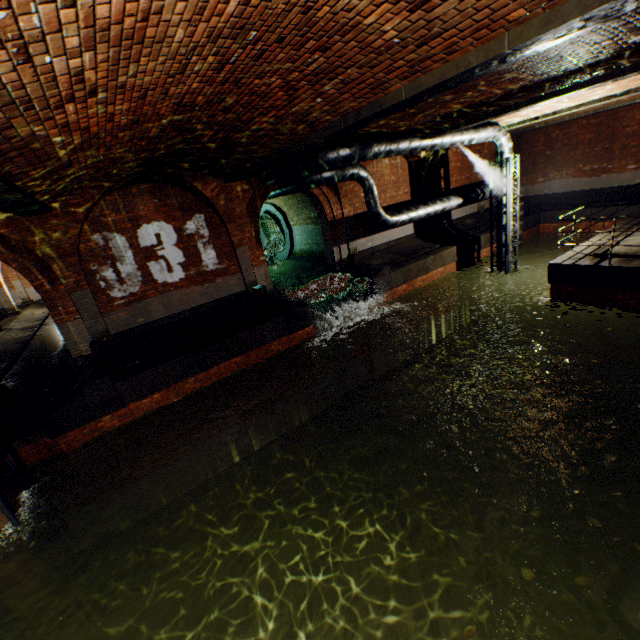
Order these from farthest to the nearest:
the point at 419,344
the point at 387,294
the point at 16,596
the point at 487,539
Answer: the point at 419,344
the point at 387,294
the point at 487,539
the point at 16,596

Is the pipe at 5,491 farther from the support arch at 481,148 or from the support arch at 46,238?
the support arch at 481,148

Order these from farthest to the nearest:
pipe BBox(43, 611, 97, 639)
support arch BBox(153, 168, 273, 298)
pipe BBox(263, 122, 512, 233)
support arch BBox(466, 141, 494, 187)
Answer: support arch BBox(466, 141, 494, 187)
support arch BBox(153, 168, 273, 298)
pipe BBox(263, 122, 512, 233)
pipe BBox(43, 611, 97, 639)

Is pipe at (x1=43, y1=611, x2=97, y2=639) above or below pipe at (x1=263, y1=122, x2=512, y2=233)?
below

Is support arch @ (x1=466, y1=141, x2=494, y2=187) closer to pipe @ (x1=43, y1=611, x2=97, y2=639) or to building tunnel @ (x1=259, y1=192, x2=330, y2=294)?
building tunnel @ (x1=259, y1=192, x2=330, y2=294)

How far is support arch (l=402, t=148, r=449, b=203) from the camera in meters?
14.7

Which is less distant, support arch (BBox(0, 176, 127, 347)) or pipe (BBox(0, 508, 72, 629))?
pipe (BBox(0, 508, 72, 629))

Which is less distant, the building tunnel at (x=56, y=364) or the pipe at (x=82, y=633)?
the pipe at (x=82, y=633)
